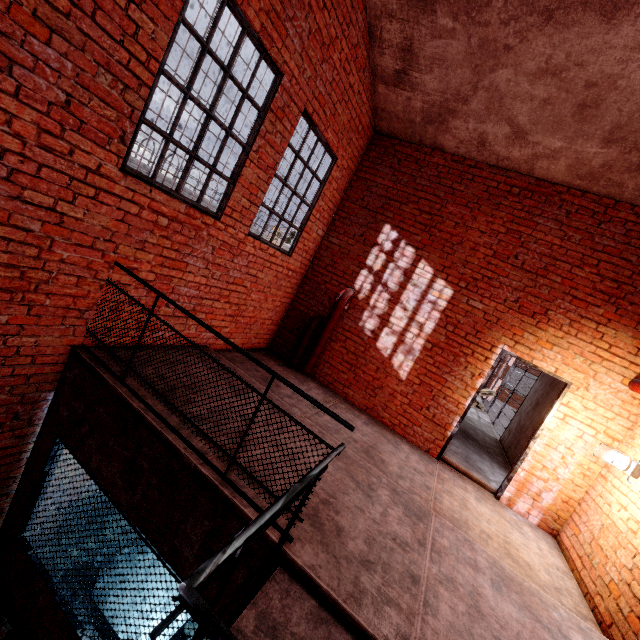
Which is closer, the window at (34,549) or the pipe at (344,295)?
the window at (34,549)

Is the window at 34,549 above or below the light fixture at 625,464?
below

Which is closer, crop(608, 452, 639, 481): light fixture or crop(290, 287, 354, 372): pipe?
crop(608, 452, 639, 481): light fixture

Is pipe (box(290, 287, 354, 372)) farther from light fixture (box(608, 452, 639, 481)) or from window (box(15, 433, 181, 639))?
light fixture (box(608, 452, 639, 481))

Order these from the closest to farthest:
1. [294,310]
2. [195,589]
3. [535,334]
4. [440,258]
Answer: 1. [195,589]
2. [535,334]
3. [440,258]
4. [294,310]

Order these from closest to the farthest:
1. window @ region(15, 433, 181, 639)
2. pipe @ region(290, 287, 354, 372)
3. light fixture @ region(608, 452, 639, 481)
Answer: window @ region(15, 433, 181, 639) < light fixture @ region(608, 452, 639, 481) < pipe @ region(290, 287, 354, 372)

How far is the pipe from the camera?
6.23m
